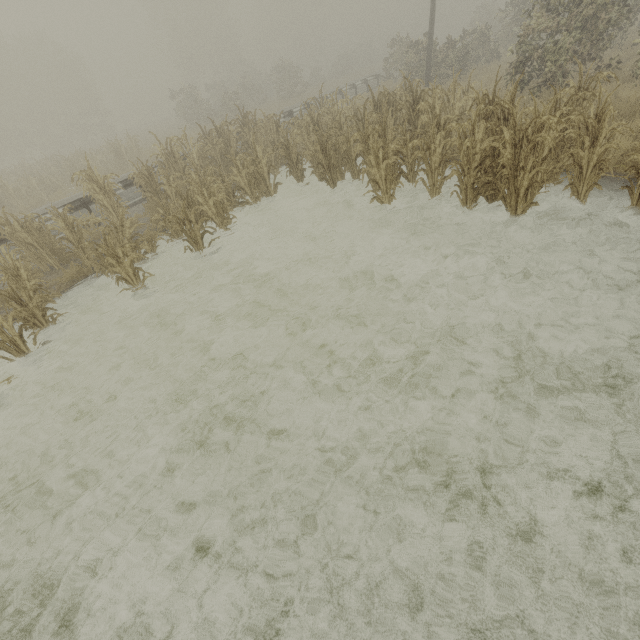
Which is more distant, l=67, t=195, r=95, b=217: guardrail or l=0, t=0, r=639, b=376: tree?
l=67, t=195, r=95, b=217: guardrail

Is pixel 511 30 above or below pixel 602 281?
above

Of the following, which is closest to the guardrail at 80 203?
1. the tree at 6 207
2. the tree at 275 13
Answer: the tree at 6 207

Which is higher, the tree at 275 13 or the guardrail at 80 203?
the tree at 275 13

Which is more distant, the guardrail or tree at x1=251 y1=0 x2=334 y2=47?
tree at x1=251 y1=0 x2=334 y2=47

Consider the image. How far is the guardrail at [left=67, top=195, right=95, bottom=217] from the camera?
10.1 meters

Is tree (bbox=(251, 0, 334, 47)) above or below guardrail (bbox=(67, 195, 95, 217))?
above

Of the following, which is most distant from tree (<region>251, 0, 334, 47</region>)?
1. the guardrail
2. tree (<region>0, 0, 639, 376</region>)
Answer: the guardrail
